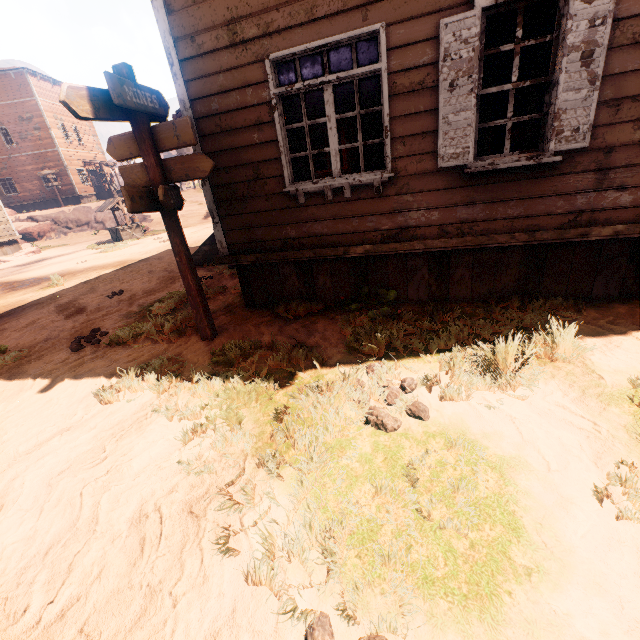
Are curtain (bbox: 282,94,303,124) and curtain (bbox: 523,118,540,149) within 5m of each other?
yes

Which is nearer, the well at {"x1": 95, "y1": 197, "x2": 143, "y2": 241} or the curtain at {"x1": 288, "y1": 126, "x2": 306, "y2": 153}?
the curtain at {"x1": 288, "y1": 126, "x2": 306, "y2": 153}

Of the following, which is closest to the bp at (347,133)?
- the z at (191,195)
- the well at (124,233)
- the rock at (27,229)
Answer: the z at (191,195)

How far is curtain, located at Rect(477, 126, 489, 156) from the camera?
3.7m

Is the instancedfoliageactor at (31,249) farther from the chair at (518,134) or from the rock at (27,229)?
the chair at (518,134)

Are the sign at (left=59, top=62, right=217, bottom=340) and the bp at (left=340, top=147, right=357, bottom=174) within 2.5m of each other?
no

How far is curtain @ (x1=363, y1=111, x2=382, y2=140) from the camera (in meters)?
3.94

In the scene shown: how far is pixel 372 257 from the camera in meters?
4.7 m
